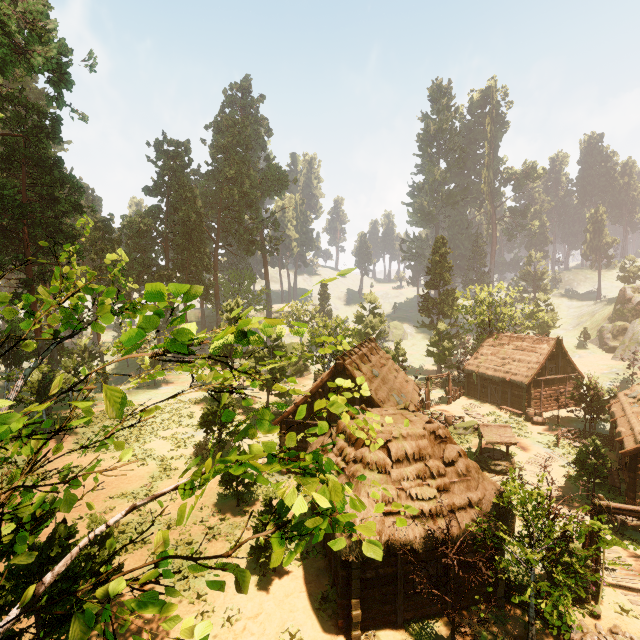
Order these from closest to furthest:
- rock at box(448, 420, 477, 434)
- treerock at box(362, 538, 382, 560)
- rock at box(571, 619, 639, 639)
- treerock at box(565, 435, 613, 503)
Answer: treerock at box(362, 538, 382, 560) < rock at box(571, 619, 639, 639) < treerock at box(565, 435, 613, 503) < rock at box(448, 420, 477, 434)

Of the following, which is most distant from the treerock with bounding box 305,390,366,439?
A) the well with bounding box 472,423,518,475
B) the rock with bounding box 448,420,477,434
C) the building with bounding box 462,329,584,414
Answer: the rock with bounding box 448,420,477,434

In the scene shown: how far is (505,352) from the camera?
37.3m

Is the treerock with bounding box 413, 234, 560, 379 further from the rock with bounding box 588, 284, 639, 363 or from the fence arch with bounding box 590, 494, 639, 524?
the rock with bounding box 588, 284, 639, 363

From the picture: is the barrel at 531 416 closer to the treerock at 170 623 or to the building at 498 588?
the treerock at 170 623

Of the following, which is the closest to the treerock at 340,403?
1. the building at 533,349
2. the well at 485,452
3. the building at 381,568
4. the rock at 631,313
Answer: the building at 381,568

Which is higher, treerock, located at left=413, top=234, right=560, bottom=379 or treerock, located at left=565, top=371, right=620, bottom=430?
treerock, located at left=413, top=234, right=560, bottom=379
